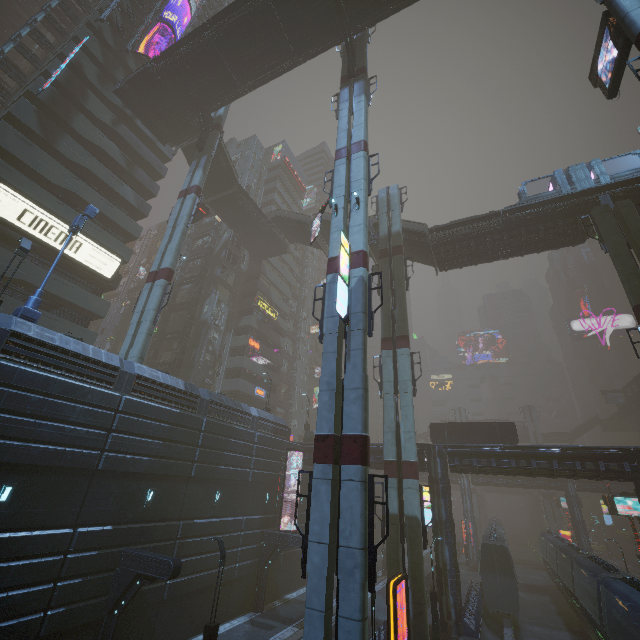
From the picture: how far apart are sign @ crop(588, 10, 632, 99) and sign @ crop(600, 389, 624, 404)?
56.3 meters

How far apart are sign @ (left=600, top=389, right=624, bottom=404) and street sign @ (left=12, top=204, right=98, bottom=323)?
76.33m

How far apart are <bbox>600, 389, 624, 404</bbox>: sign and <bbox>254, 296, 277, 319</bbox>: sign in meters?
58.9 m

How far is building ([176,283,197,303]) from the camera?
42.2 meters

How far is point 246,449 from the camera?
25.0m

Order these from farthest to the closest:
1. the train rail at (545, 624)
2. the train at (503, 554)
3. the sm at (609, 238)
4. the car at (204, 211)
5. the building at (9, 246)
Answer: the car at (204, 211), the train at (503, 554), the train rail at (545, 624), the building at (9, 246), the sm at (609, 238)

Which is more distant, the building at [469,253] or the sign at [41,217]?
the building at [469,253]

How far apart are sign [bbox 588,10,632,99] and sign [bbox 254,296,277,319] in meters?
38.0
